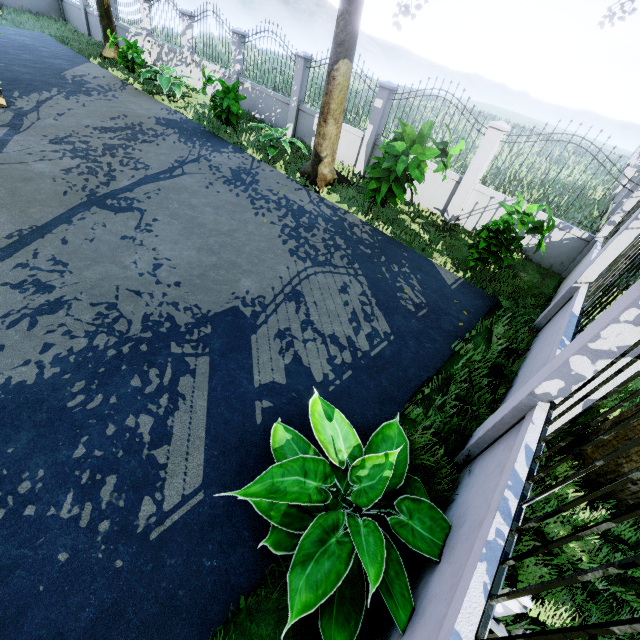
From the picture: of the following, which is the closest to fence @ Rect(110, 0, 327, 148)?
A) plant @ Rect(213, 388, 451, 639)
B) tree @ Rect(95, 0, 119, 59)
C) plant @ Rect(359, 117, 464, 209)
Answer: plant @ Rect(213, 388, 451, 639)

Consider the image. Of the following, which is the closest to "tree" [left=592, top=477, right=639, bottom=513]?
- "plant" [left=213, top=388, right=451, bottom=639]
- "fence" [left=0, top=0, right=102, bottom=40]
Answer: "fence" [left=0, top=0, right=102, bottom=40]

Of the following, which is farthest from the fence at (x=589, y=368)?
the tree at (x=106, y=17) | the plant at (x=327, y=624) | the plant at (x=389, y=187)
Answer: the plant at (x=389, y=187)

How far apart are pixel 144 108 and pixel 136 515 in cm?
1250

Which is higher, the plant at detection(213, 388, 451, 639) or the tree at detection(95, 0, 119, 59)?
the tree at detection(95, 0, 119, 59)

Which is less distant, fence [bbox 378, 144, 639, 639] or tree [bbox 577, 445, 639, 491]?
fence [bbox 378, 144, 639, 639]

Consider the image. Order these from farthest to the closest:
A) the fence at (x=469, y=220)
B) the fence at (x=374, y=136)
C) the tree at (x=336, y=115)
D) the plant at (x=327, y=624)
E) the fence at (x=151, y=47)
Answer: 1. the fence at (x=151, y=47)
2. the fence at (x=374, y=136)
3. the fence at (x=469, y=220)
4. the tree at (x=336, y=115)
5. the plant at (x=327, y=624)
